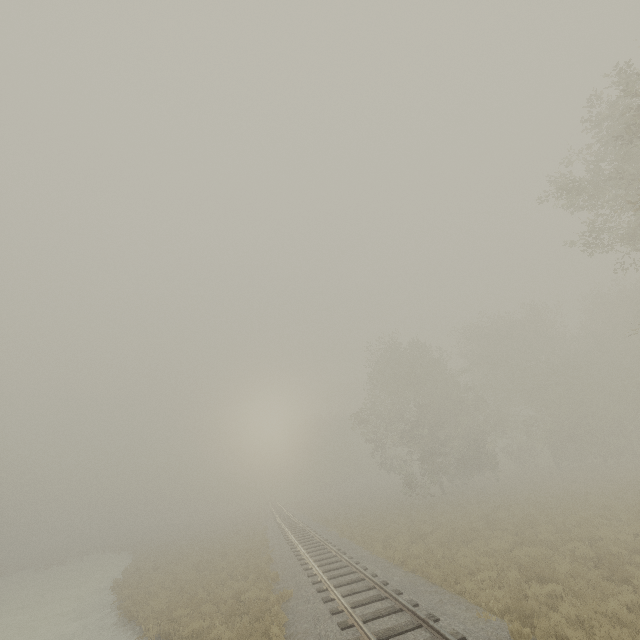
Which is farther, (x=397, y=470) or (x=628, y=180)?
(x=397, y=470)
